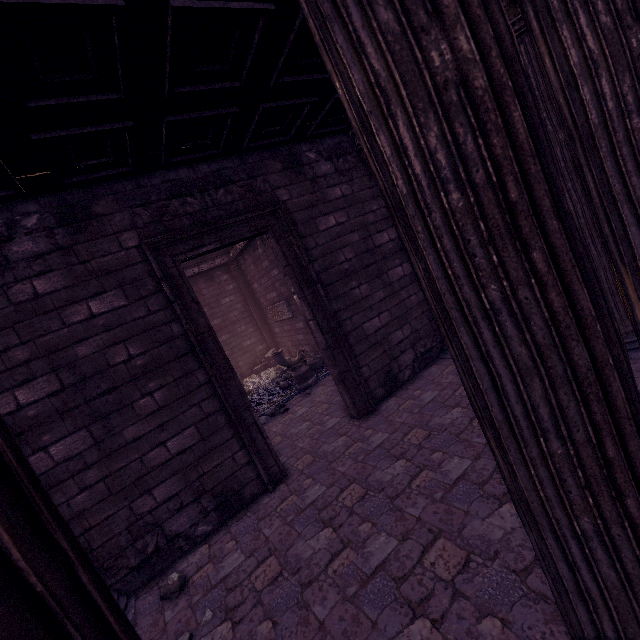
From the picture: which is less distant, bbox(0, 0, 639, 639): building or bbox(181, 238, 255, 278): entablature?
bbox(0, 0, 639, 639): building

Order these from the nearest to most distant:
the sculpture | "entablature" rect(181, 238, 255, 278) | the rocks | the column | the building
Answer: the building → the rocks → the sculpture → "entablature" rect(181, 238, 255, 278) → the column

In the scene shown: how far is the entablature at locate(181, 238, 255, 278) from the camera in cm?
1252

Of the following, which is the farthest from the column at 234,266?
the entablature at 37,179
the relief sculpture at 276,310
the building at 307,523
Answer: the entablature at 37,179

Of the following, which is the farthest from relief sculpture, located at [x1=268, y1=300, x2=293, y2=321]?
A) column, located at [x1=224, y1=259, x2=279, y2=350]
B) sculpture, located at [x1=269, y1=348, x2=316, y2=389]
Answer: sculpture, located at [x1=269, y1=348, x2=316, y2=389]

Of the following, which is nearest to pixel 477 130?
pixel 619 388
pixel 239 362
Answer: pixel 619 388

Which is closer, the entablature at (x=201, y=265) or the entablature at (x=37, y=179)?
the entablature at (x=37, y=179)

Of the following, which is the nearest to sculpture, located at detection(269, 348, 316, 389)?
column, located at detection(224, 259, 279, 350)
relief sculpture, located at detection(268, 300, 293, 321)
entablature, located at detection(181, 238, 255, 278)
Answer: relief sculpture, located at detection(268, 300, 293, 321)
